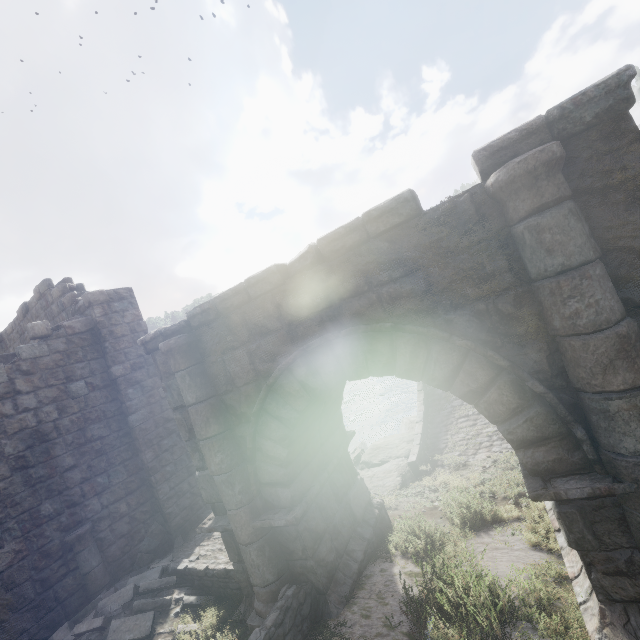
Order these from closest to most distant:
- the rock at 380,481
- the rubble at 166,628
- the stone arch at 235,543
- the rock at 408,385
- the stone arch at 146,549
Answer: the stone arch at 235,543, the rubble at 166,628, the stone arch at 146,549, the rock at 380,481, the rock at 408,385

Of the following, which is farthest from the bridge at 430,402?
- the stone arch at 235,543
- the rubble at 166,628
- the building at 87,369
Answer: the building at 87,369

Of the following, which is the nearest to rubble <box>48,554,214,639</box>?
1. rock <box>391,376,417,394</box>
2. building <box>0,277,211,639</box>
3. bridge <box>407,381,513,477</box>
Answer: building <box>0,277,211,639</box>

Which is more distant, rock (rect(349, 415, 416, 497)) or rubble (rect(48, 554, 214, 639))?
rock (rect(349, 415, 416, 497))

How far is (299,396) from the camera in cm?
495

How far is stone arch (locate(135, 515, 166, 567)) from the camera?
8.23m

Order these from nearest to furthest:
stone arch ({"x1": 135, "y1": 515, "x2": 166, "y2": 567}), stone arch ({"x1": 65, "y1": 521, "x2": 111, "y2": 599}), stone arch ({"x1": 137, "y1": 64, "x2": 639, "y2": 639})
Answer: stone arch ({"x1": 137, "y1": 64, "x2": 639, "y2": 639}) → stone arch ({"x1": 65, "y1": 521, "x2": 111, "y2": 599}) → stone arch ({"x1": 135, "y1": 515, "x2": 166, "y2": 567})

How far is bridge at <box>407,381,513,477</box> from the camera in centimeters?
1162cm
